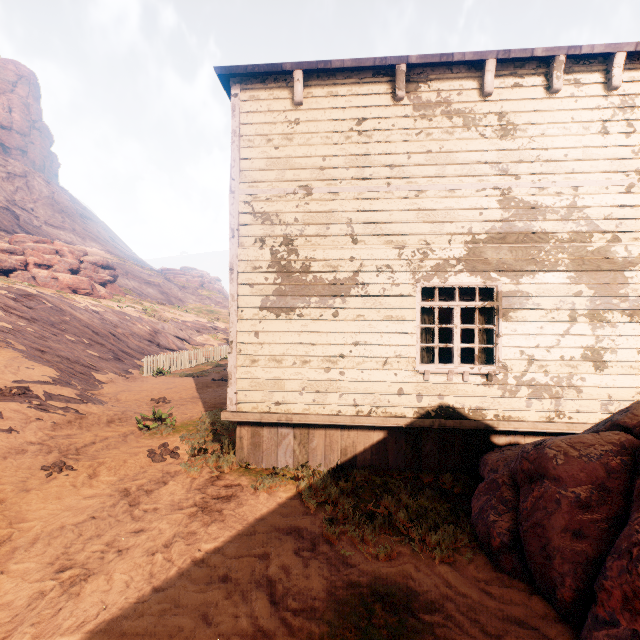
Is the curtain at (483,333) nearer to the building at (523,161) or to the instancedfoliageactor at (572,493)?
the building at (523,161)

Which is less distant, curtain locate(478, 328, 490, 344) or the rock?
curtain locate(478, 328, 490, 344)

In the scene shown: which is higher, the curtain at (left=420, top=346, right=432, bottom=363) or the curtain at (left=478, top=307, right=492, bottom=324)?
the curtain at (left=478, top=307, right=492, bottom=324)

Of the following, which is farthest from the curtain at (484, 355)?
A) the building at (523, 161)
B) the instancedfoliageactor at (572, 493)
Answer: the instancedfoliageactor at (572, 493)

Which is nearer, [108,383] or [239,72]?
[239,72]

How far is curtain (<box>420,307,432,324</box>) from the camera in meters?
5.7 m

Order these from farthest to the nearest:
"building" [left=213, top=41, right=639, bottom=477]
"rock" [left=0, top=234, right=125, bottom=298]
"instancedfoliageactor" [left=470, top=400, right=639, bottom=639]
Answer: "rock" [left=0, top=234, right=125, bottom=298]
"building" [left=213, top=41, right=639, bottom=477]
"instancedfoliageactor" [left=470, top=400, right=639, bottom=639]

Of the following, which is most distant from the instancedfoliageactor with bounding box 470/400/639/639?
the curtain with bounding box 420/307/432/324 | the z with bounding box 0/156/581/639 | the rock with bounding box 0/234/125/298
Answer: the rock with bounding box 0/234/125/298
